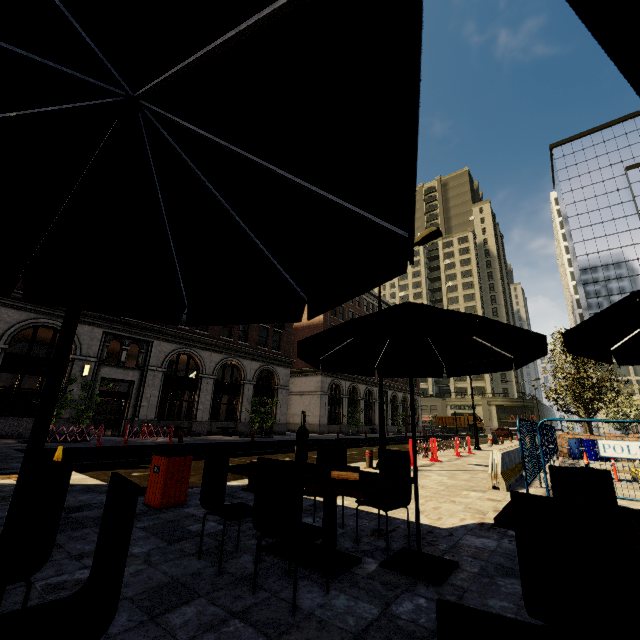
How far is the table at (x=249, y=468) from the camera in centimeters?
356cm

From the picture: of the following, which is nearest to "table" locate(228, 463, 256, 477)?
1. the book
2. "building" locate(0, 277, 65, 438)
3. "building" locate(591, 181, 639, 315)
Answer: the book

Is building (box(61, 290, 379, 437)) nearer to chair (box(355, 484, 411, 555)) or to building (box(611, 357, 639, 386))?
chair (box(355, 484, 411, 555))

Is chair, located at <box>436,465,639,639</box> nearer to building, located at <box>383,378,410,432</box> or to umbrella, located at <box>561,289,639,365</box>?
umbrella, located at <box>561,289,639,365</box>

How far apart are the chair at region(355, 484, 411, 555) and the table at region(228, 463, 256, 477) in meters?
0.3 m

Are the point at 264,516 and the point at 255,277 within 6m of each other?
yes

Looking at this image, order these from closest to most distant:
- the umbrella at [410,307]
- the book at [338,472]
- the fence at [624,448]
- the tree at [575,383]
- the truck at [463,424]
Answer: the umbrella at [410,307] < the book at [338,472] < the fence at [624,448] < the tree at [575,383] < the truck at [463,424]

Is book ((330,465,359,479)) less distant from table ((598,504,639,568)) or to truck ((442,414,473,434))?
table ((598,504,639,568))
